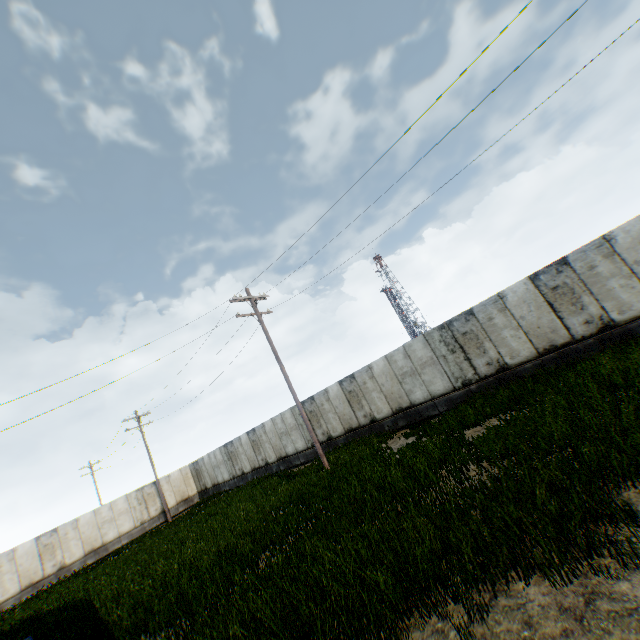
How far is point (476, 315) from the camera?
13.7m
